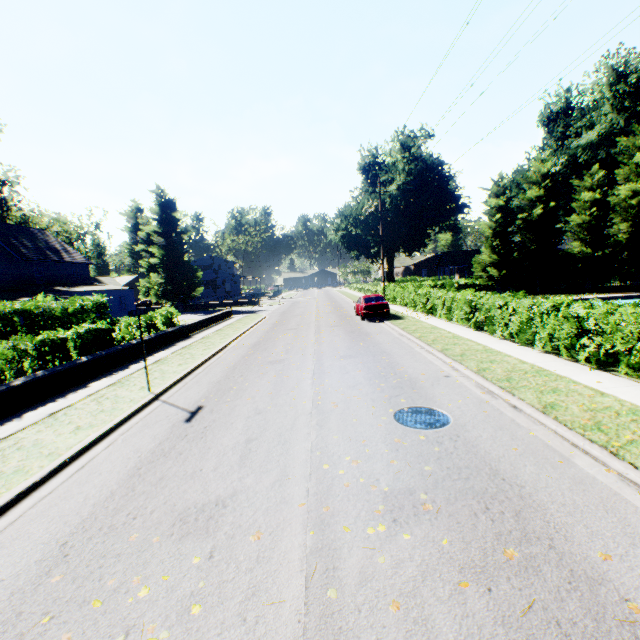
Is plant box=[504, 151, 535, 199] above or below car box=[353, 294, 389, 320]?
above

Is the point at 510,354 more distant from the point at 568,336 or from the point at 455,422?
the point at 455,422

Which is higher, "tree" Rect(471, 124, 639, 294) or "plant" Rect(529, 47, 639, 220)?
"plant" Rect(529, 47, 639, 220)

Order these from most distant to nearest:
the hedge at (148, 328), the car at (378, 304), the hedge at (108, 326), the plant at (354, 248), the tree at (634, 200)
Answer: the plant at (354, 248), the tree at (634, 200), the car at (378, 304), the hedge at (148, 328), the hedge at (108, 326)

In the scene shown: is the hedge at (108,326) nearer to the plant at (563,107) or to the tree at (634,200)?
the tree at (634,200)

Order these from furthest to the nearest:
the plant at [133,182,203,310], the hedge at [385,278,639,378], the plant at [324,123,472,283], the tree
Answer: the plant at [324,123,472,283] → the plant at [133,182,203,310] → the tree → the hedge at [385,278,639,378]

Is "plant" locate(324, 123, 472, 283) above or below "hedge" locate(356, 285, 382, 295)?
above
